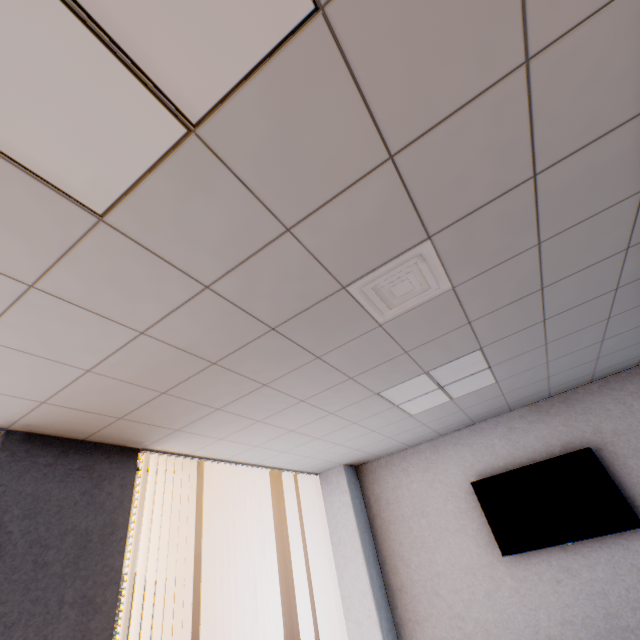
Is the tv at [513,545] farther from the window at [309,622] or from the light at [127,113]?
the light at [127,113]

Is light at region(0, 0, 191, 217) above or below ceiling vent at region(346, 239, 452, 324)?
above

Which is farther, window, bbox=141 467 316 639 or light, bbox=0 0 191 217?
window, bbox=141 467 316 639

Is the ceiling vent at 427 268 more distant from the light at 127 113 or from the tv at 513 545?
the tv at 513 545

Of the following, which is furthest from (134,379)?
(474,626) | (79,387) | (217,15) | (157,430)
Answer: (474,626)

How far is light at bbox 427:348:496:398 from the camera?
2.8m
